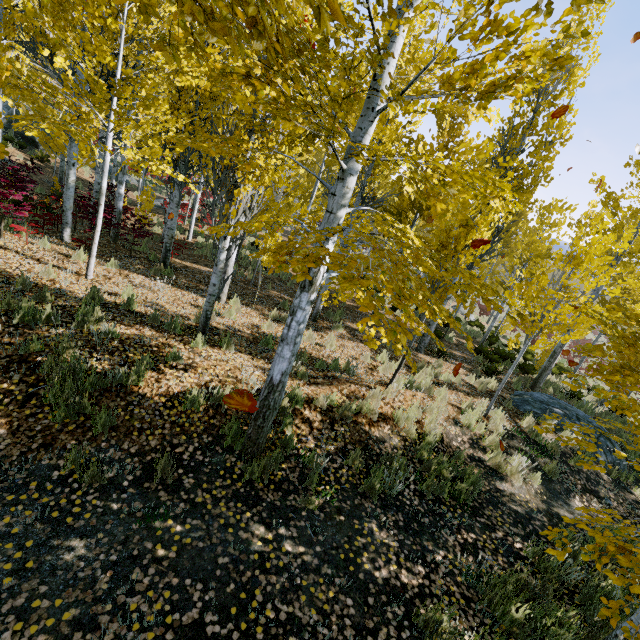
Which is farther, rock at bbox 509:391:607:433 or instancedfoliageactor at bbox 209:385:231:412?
rock at bbox 509:391:607:433

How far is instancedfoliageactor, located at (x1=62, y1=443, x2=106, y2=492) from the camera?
3.5 meters

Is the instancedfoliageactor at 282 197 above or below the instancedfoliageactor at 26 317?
above

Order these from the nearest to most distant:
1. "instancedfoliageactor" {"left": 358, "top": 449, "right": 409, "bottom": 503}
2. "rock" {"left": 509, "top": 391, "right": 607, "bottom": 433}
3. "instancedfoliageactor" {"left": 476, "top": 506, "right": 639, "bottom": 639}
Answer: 1. "instancedfoliageactor" {"left": 476, "top": 506, "right": 639, "bottom": 639}
2. "instancedfoliageactor" {"left": 358, "top": 449, "right": 409, "bottom": 503}
3. "rock" {"left": 509, "top": 391, "right": 607, "bottom": 433}

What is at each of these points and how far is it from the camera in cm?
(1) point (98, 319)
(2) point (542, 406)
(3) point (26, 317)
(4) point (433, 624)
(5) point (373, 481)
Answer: (1) instancedfoliageactor, 543
(2) rock, 926
(3) instancedfoliageactor, 491
(4) instancedfoliageactor, 308
(5) instancedfoliageactor, 463

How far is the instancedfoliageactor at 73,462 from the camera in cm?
347

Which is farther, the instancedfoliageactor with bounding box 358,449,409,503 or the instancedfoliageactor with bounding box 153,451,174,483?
the instancedfoliageactor with bounding box 358,449,409,503
